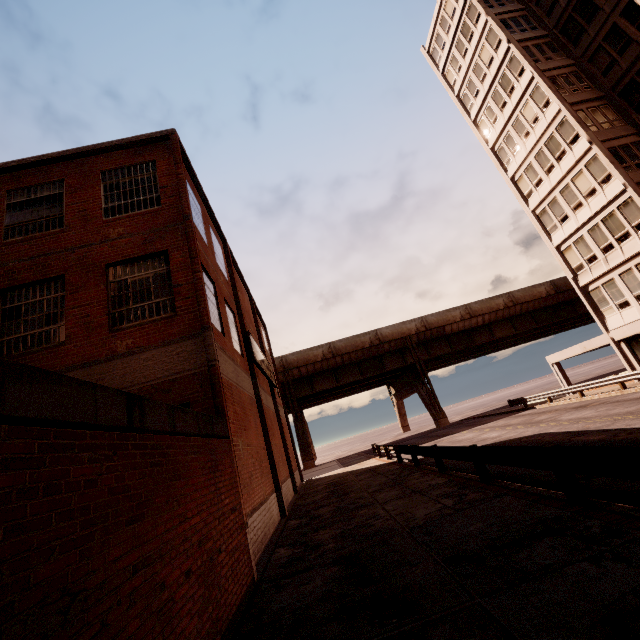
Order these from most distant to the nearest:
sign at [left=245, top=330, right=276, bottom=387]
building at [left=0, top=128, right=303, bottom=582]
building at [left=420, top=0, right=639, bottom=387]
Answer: building at [left=420, top=0, right=639, bottom=387]
sign at [left=245, top=330, right=276, bottom=387]
building at [left=0, top=128, right=303, bottom=582]

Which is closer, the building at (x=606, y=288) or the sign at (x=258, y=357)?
the sign at (x=258, y=357)

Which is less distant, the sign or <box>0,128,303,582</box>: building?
<box>0,128,303,582</box>: building

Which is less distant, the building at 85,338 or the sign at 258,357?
the building at 85,338

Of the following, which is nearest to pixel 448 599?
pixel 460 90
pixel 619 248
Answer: pixel 619 248

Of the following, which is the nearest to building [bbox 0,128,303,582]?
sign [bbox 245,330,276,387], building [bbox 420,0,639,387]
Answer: sign [bbox 245,330,276,387]

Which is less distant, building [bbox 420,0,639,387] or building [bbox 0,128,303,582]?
building [bbox 0,128,303,582]
